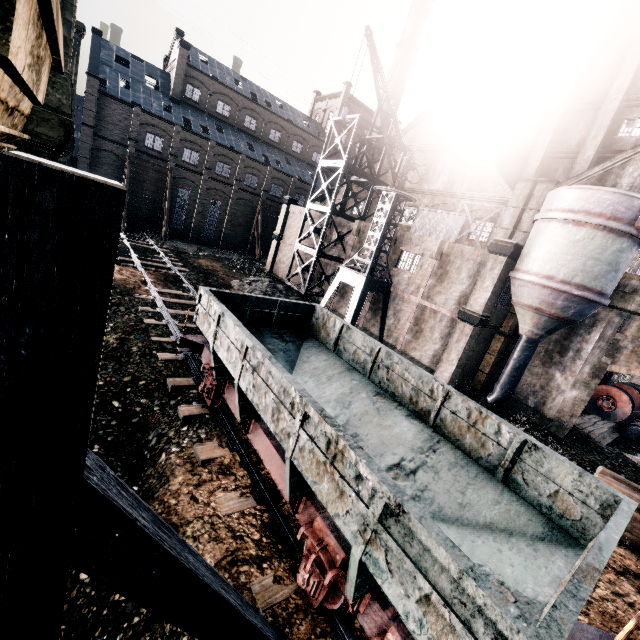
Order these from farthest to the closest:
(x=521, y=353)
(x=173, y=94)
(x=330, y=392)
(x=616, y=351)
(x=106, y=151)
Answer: (x=173, y=94), (x=106, y=151), (x=521, y=353), (x=616, y=351), (x=330, y=392)

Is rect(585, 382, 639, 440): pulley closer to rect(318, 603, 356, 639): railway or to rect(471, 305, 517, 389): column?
rect(471, 305, 517, 389): column

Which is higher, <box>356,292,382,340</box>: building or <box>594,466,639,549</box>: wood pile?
<box>356,292,382,340</box>: building

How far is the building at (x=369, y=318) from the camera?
26.92m

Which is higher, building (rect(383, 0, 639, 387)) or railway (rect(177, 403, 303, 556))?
building (rect(383, 0, 639, 387))

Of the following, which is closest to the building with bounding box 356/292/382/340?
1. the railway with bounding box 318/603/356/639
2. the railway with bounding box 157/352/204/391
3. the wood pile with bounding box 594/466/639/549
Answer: the wood pile with bounding box 594/466/639/549

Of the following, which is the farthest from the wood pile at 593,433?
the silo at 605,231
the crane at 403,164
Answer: the crane at 403,164

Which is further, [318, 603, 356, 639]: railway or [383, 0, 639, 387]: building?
[383, 0, 639, 387]: building
